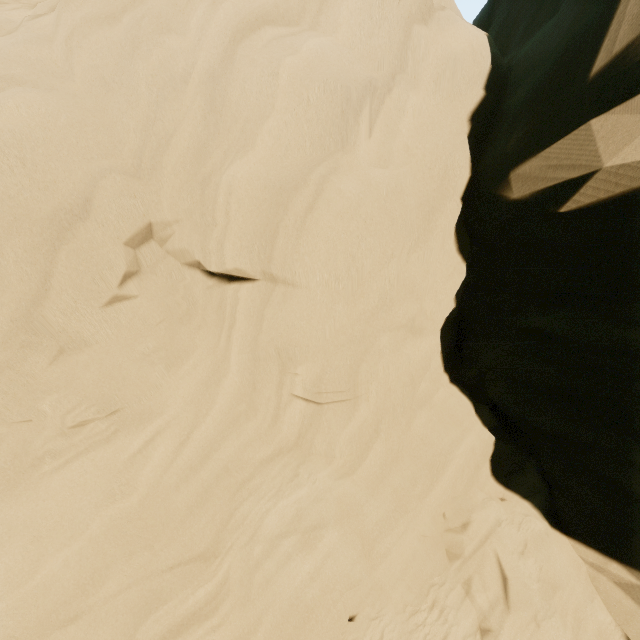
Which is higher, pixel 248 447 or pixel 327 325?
pixel 327 325
